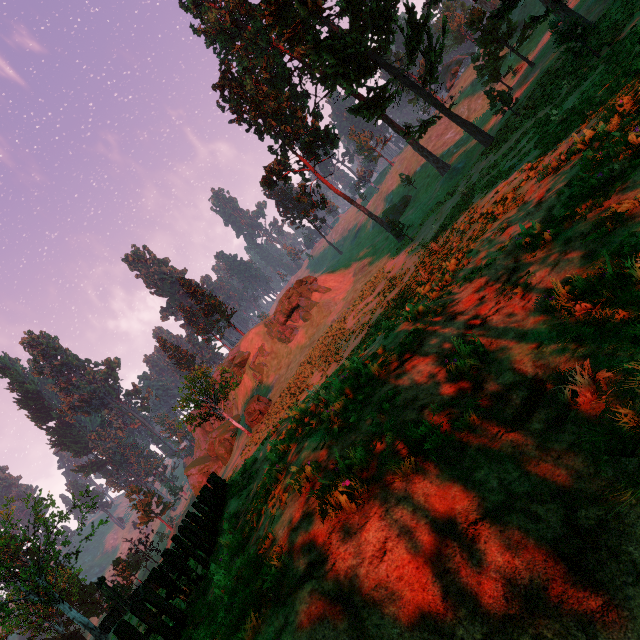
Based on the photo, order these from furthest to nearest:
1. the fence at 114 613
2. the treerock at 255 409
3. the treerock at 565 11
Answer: the treerock at 255 409
the fence at 114 613
the treerock at 565 11

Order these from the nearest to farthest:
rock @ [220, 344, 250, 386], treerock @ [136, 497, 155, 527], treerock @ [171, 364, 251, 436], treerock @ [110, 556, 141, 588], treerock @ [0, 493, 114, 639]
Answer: treerock @ [0, 493, 114, 639], treerock @ [171, 364, 251, 436], treerock @ [110, 556, 141, 588], rock @ [220, 344, 250, 386], treerock @ [136, 497, 155, 527]

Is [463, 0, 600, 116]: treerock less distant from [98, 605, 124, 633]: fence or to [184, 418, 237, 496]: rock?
[98, 605, 124, 633]: fence

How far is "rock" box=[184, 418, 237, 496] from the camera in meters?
47.5 m

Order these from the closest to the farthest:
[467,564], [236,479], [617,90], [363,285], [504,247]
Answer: [467,564], [504,247], [617,90], [236,479], [363,285]

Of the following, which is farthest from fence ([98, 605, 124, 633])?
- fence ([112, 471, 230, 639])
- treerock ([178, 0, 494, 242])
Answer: fence ([112, 471, 230, 639])

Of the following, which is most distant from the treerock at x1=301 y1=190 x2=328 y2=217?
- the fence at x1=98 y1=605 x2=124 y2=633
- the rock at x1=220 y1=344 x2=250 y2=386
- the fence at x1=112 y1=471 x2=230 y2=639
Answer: the fence at x1=112 y1=471 x2=230 y2=639

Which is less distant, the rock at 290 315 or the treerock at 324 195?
the treerock at 324 195
